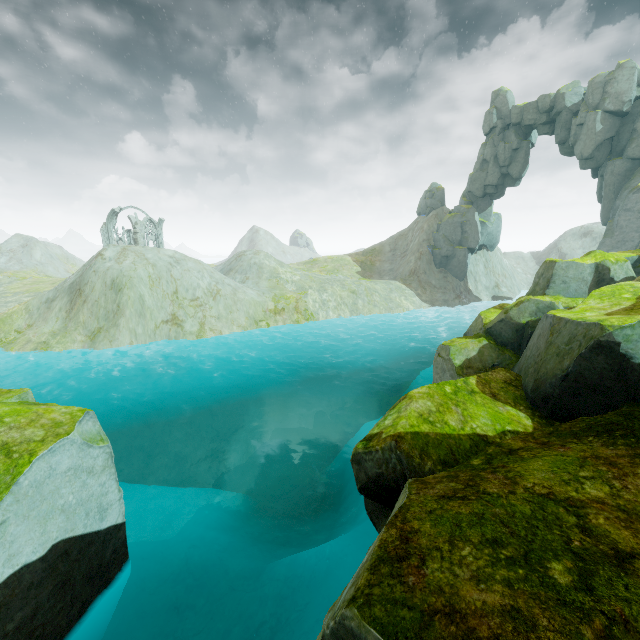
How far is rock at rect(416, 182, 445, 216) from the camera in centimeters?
5516cm

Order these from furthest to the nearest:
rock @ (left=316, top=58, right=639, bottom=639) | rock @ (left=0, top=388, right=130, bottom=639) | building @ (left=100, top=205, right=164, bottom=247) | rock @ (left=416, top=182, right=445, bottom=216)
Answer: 1. rock @ (left=416, top=182, right=445, bottom=216)
2. building @ (left=100, top=205, right=164, bottom=247)
3. rock @ (left=0, top=388, right=130, bottom=639)
4. rock @ (left=316, top=58, right=639, bottom=639)

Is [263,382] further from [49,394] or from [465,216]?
[465,216]

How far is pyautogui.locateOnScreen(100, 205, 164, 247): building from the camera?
53.56m

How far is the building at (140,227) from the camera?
53.6 meters

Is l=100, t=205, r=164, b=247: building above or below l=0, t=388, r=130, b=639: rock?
above

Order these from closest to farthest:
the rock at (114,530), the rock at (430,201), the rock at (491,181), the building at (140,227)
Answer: the rock at (491,181) → the rock at (114,530) → the building at (140,227) → the rock at (430,201)
